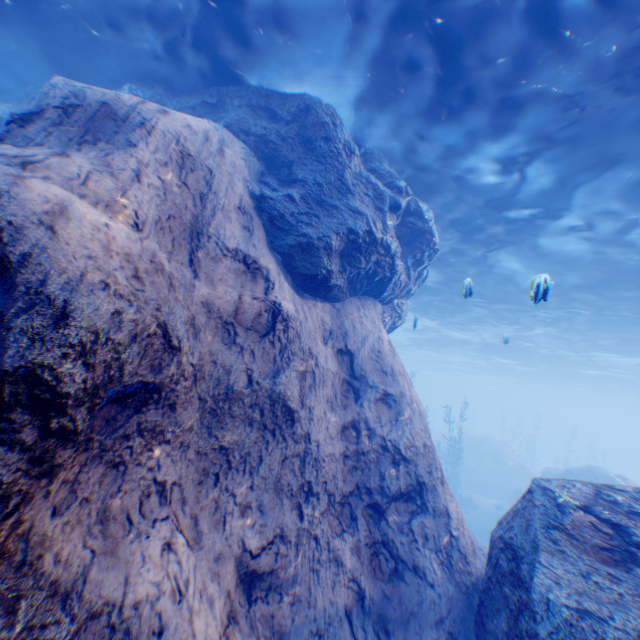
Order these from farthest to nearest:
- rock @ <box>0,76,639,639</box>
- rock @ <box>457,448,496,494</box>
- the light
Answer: rock @ <box>457,448,496,494</box>
the light
rock @ <box>0,76,639,639</box>

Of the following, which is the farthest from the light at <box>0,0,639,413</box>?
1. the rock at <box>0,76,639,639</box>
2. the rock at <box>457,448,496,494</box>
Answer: the rock at <box>457,448,496,494</box>

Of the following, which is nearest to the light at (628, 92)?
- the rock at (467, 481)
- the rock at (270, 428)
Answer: the rock at (270, 428)

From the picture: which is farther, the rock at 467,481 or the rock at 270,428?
the rock at 467,481

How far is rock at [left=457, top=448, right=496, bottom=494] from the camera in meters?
28.0

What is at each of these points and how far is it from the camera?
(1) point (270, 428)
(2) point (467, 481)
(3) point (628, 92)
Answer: (1) rock, 4.7m
(2) rock, 28.6m
(3) light, 6.1m

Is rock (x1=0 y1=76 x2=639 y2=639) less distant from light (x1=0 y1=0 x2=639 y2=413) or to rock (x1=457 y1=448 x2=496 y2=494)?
light (x1=0 y1=0 x2=639 y2=413)
